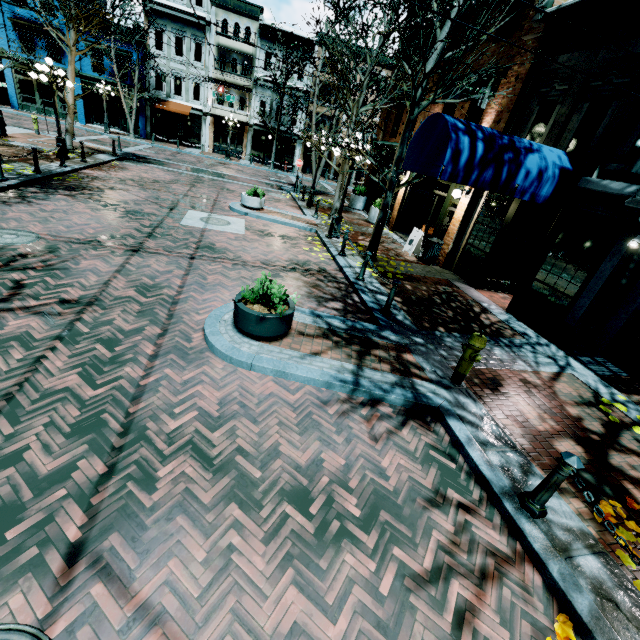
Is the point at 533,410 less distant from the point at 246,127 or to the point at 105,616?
the point at 105,616

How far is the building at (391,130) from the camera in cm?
1661

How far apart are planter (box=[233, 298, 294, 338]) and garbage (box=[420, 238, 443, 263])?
8.1m

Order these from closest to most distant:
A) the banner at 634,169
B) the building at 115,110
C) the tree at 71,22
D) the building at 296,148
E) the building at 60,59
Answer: the banner at 634,169 < the tree at 71,22 < the building at 60,59 < the building at 115,110 < the building at 296,148

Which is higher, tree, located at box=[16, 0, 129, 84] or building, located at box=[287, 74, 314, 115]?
building, located at box=[287, 74, 314, 115]

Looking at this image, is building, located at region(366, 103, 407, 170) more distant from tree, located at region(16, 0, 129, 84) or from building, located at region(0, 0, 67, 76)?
building, located at region(0, 0, 67, 76)

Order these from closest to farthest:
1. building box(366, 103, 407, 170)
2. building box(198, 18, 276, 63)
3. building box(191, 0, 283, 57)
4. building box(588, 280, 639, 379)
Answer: building box(588, 280, 639, 379), building box(366, 103, 407, 170), building box(191, 0, 283, 57), building box(198, 18, 276, 63)

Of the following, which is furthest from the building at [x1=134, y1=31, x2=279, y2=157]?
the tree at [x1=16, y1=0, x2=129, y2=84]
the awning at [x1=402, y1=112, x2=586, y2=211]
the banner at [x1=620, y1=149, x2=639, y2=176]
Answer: the banner at [x1=620, y1=149, x2=639, y2=176]
